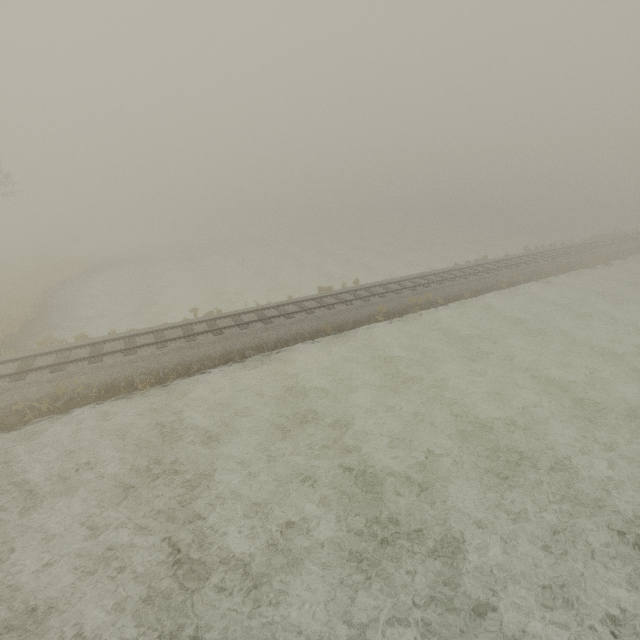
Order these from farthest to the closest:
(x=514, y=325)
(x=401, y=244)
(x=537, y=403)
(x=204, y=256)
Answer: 1. (x=401, y=244)
2. (x=204, y=256)
3. (x=514, y=325)
4. (x=537, y=403)
